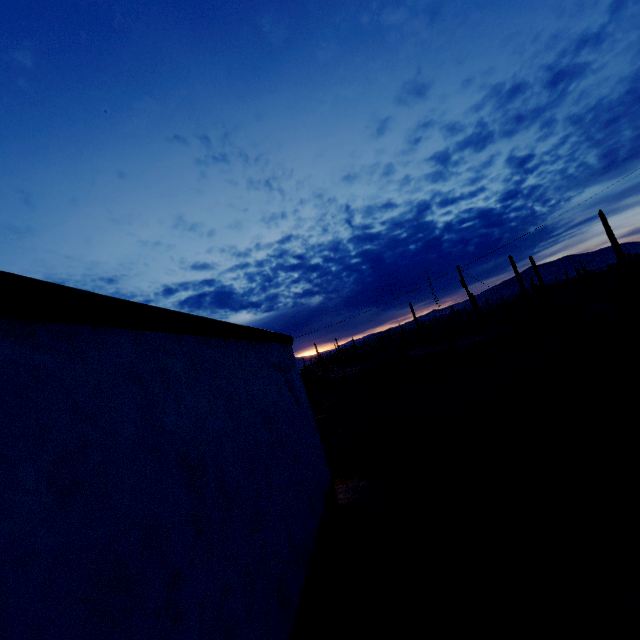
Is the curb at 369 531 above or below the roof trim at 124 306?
below

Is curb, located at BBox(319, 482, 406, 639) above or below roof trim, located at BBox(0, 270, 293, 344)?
below

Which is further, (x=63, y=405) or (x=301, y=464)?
(x=301, y=464)

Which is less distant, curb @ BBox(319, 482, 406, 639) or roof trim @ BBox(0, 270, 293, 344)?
roof trim @ BBox(0, 270, 293, 344)

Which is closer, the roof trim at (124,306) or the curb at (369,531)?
the roof trim at (124,306)
